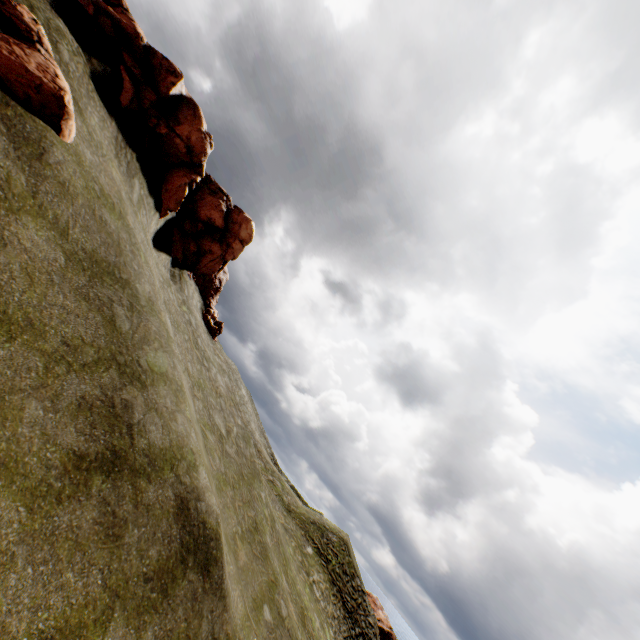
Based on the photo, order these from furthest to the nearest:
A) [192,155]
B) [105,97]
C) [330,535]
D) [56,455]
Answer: [330,535] → [192,155] → [105,97] → [56,455]

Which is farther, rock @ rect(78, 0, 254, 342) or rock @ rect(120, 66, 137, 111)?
rock @ rect(78, 0, 254, 342)

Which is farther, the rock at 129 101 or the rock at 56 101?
the rock at 129 101

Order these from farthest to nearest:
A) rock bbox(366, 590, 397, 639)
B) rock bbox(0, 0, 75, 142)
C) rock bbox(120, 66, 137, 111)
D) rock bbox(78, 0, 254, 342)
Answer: rock bbox(366, 590, 397, 639) < rock bbox(78, 0, 254, 342) < rock bbox(120, 66, 137, 111) < rock bbox(0, 0, 75, 142)

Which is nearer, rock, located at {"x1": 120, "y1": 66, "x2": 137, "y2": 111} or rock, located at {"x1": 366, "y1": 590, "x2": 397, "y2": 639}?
rock, located at {"x1": 120, "y1": 66, "x2": 137, "y2": 111}

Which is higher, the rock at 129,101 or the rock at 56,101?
the rock at 129,101
